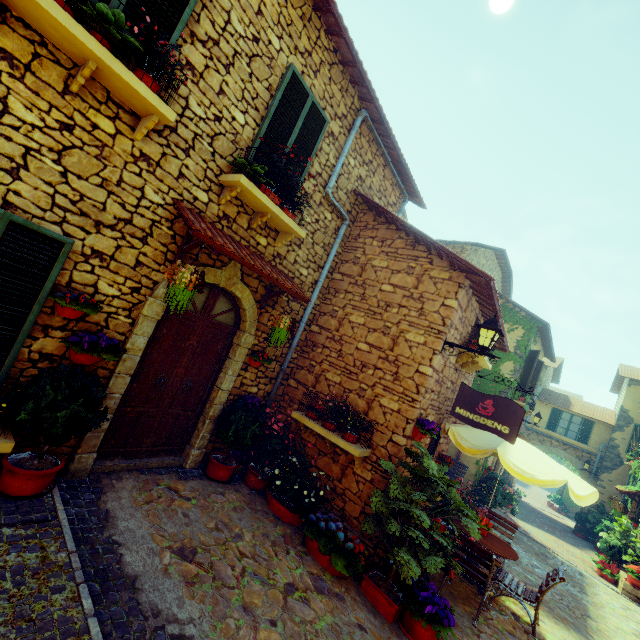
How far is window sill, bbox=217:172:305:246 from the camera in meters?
4.4

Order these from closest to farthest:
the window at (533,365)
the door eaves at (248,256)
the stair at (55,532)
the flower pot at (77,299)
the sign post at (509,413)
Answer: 1. the stair at (55,532)
2. the flower pot at (77,299)
3. the door eaves at (248,256)
4. the sign post at (509,413)
5. the window at (533,365)

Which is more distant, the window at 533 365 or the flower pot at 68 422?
the window at 533 365

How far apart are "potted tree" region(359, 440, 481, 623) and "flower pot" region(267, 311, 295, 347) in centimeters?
240cm

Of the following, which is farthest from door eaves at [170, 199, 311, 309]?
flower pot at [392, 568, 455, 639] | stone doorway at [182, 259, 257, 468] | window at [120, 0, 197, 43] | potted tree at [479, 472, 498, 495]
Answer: potted tree at [479, 472, 498, 495]

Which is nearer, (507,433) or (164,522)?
(164,522)

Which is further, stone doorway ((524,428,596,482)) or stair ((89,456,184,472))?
stone doorway ((524,428,596,482))

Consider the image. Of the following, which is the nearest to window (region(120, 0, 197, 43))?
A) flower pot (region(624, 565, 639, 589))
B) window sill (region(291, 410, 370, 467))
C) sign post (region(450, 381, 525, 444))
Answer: sign post (region(450, 381, 525, 444))
